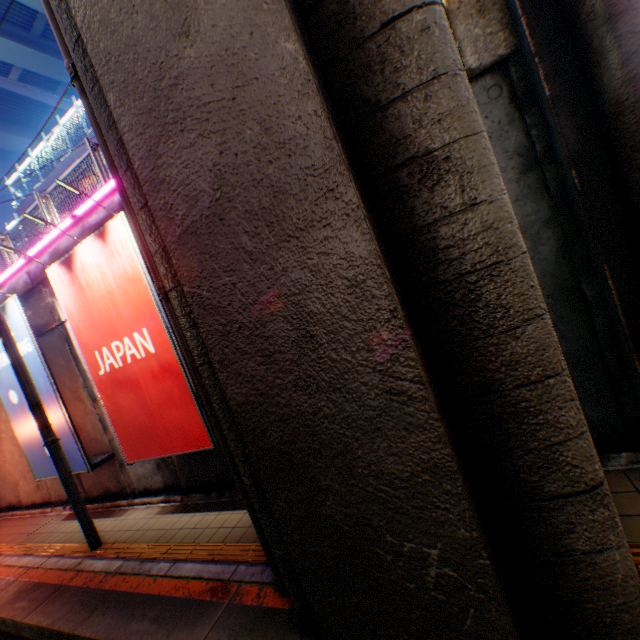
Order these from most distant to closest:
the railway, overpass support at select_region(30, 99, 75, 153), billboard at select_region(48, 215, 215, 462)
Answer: overpass support at select_region(30, 99, 75, 153)
billboard at select_region(48, 215, 215, 462)
the railway

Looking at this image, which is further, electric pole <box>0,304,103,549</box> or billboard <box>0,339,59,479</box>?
billboard <box>0,339,59,479</box>

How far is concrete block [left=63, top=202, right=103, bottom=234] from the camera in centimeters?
708cm

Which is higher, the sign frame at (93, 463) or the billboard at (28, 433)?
the billboard at (28, 433)

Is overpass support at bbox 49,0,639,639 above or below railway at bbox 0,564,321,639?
above

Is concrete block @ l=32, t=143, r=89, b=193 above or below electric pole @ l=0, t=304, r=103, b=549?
above

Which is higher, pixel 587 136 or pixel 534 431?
pixel 587 136

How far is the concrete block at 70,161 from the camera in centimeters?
2170cm
